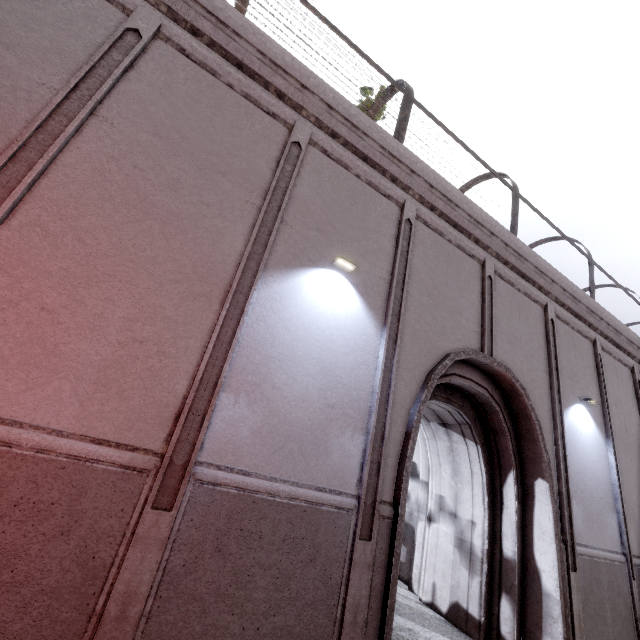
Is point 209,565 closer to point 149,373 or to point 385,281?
point 149,373
